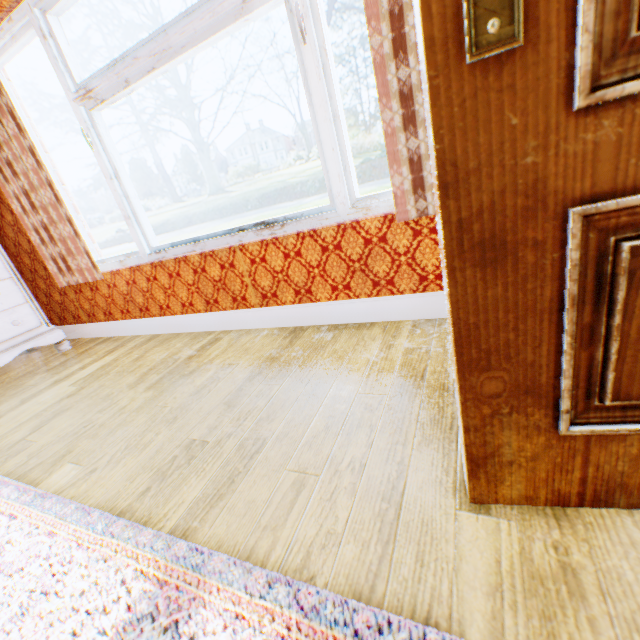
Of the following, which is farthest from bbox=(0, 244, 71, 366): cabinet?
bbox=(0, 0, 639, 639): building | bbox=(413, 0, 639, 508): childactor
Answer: bbox=(413, 0, 639, 508): childactor

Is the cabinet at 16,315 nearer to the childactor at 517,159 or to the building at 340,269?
the building at 340,269

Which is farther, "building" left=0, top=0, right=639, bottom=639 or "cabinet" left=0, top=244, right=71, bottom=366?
"cabinet" left=0, top=244, right=71, bottom=366

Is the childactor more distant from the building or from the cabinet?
the cabinet

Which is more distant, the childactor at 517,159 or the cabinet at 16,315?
the cabinet at 16,315

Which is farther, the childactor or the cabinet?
the cabinet

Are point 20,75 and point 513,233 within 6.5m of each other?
no
